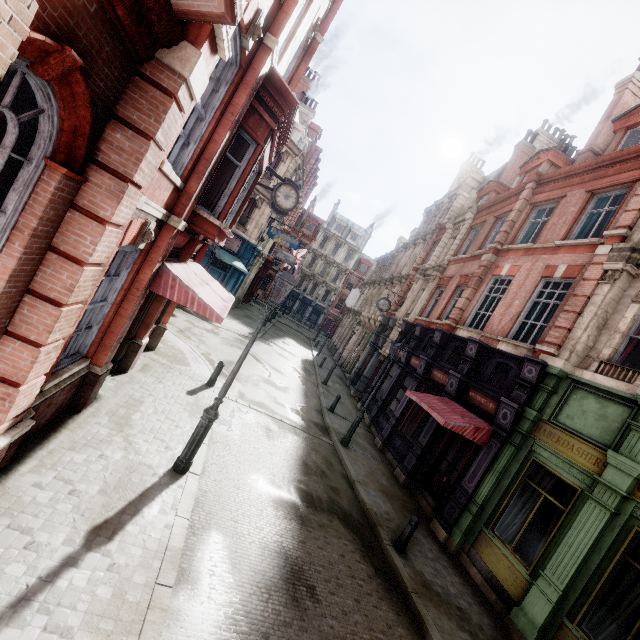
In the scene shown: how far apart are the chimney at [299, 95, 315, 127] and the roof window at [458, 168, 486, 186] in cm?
1493

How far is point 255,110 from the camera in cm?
747

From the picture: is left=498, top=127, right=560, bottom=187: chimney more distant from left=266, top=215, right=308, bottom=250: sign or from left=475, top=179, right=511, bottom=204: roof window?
left=266, top=215, right=308, bottom=250: sign

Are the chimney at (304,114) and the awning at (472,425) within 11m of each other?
no

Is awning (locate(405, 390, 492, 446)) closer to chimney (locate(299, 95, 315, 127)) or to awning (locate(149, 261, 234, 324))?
awning (locate(149, 261, 234, 324))

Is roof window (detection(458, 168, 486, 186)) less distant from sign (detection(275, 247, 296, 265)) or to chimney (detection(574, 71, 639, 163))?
chimney (detection(574, 71, 639, 163))

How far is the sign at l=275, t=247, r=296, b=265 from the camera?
32.8 meters

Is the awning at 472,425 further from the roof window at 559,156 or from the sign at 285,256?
the sign at 285,256
